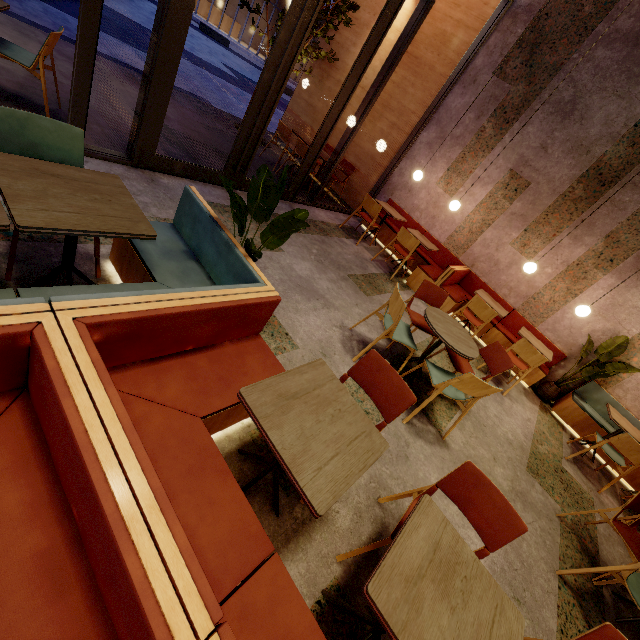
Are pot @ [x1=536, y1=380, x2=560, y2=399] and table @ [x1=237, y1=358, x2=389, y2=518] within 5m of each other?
no

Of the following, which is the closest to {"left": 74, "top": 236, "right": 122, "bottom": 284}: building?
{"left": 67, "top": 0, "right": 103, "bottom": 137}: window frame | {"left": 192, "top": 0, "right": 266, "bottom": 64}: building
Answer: {"left": 67, "top": 0, "right": 103, "bottom": 137}: window frame

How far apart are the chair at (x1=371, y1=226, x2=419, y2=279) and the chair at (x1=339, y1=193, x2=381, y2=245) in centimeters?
46cm

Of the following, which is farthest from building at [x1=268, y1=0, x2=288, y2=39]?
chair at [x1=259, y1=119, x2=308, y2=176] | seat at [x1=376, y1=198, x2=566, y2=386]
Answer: seat at [x1=376, y1=198, x2=566, y2=386]

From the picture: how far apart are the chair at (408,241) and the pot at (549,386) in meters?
3.2

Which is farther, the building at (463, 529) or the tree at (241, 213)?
the building at (463, 529)

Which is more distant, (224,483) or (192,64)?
(192,64)

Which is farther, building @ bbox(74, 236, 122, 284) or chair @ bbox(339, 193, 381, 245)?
chair @ bbox(339, 193, 381, 245)
